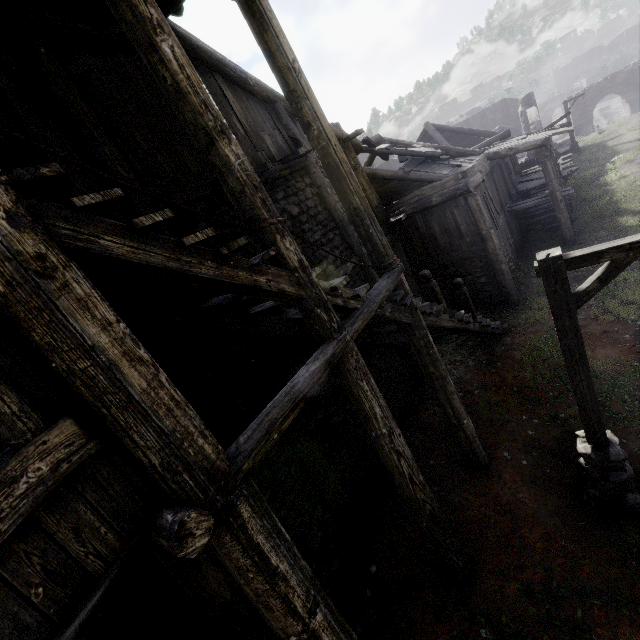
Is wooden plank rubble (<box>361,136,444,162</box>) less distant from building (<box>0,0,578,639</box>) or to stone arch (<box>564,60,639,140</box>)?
building (<box>0,0,578,639</box>)

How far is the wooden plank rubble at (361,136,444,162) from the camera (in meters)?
12.71

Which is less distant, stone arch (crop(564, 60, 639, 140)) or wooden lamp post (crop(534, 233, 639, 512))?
wooden lamp post (crop(534, 233, 639, 512))

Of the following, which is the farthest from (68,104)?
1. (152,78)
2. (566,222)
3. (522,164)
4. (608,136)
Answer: (608,136)

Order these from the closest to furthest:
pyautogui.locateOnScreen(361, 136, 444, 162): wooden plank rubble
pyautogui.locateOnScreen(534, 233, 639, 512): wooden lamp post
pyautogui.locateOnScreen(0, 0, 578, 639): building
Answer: pyautogui.locateOnScreen(0, 0, 578, 639): building, pyautogui.locateOnScreen(534, 233, 639, 512): wooden lamp post, pyautogui.locateOnScreen(361, 136, 444, 162): wooden plank rubble

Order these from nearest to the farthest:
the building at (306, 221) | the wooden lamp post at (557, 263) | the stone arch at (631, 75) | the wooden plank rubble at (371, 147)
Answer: the building at (306, 221), the wooden lamp post at (557, 263), the wooden plank rubble at (371, 147), the stone arch at (631, 75)

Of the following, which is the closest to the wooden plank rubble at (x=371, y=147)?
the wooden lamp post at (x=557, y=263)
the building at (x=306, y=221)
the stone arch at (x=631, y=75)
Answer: the building at (x=306, y=221)

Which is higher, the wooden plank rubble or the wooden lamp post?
the wooden plank rubble
